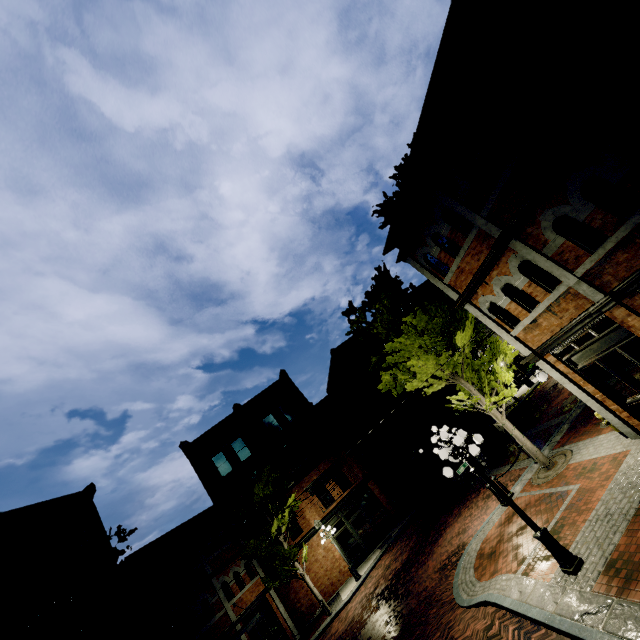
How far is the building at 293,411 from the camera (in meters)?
18.39

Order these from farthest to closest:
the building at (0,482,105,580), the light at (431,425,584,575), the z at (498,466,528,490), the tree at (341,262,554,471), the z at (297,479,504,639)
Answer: the building at (0,482,105,580) → the z at (498,466,528,490) → the tree at (341,262,554,471) → the z at (297,479,504,639) → the light at (431,425,584,575)

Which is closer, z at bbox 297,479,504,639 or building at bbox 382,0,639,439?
building at bbox 382,0,639,439

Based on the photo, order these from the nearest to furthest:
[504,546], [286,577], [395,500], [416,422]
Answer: [504,546] < [286,577] < [395,500] < [416,422]

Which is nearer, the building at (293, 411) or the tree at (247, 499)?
the building at (293, 411)

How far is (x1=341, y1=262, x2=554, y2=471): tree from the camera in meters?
12.3 m

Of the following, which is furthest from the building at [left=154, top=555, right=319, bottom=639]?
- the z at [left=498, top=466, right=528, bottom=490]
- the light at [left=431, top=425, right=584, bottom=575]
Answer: the light at [left=431, top=425, right=584, bottom=575]

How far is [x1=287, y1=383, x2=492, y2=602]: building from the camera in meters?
23.0
